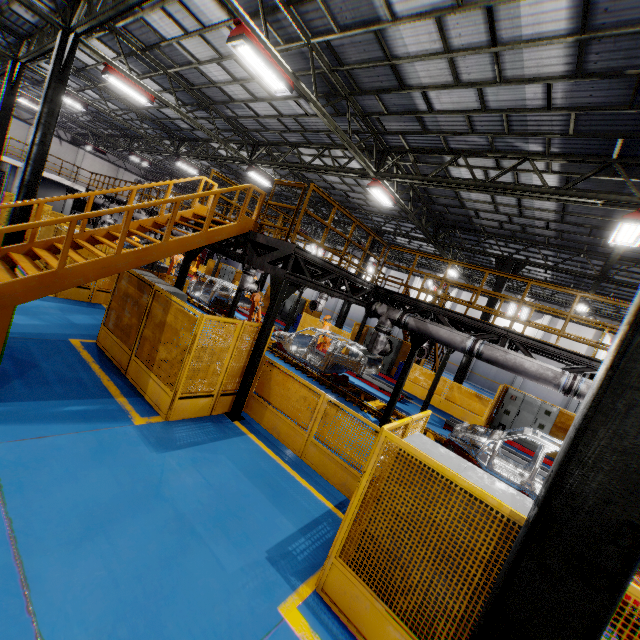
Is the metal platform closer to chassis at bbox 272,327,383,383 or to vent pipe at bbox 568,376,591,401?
chassis at bbox 272,327,383,383

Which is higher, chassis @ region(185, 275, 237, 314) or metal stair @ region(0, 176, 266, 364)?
metal stair @ region(0, 176, 266, 364)

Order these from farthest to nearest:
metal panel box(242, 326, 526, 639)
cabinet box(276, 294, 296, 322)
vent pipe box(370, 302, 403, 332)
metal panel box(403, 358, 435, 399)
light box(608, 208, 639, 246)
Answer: cabinet box(276, 294, 296, 322), metal panel box(403, 358, 435, 399), vent pipe box(370, 302, 403, 332), light box(608, 208, 639, 246), metal panel box(242, 326, 526, 639)

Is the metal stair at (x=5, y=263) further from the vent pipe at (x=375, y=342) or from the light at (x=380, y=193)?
the light at (x=380, y=193)

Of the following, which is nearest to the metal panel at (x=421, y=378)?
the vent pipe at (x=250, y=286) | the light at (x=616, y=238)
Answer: the vent pipe at (x=250, y=286)

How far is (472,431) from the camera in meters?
10.4

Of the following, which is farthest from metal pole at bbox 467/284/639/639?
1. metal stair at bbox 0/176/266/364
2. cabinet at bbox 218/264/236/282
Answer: cabinet at bbox 218/264/236/282

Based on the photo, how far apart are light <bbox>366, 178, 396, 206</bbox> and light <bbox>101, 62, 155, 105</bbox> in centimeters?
865cm
